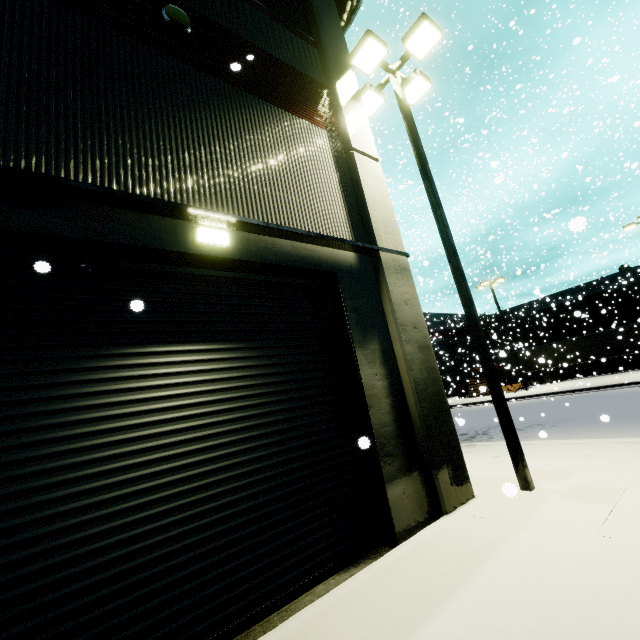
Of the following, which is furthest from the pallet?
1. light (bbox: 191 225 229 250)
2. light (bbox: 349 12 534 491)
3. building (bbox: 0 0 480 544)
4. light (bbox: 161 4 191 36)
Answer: light (bbox: 161 4 191 36)

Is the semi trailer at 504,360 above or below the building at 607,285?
below

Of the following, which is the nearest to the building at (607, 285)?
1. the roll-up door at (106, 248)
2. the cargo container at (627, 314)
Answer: the roll-up door at (106, 248)

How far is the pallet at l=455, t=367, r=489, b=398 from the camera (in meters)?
26.52

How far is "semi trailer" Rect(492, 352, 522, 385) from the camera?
28.2m

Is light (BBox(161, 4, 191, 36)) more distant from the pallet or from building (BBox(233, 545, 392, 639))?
the pallet

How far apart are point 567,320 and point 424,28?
38.04m

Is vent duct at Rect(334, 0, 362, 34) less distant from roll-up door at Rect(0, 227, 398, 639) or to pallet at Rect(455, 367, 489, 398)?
roll-up door at Rect(0, 227, 398, 639)
